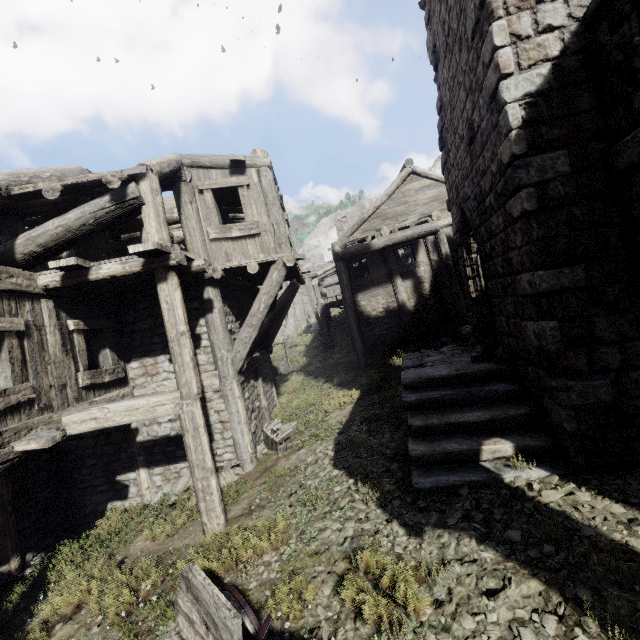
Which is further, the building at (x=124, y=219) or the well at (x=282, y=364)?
the well at (x=282, y=364)

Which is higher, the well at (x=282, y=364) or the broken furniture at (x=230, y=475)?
the well at (x=282, y=364)

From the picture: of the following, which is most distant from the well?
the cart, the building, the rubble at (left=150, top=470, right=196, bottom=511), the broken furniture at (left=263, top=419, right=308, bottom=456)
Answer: the cart

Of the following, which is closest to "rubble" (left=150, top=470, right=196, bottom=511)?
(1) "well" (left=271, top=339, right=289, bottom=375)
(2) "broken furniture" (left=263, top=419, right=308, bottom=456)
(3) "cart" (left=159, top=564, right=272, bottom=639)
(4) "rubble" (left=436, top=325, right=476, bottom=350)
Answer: (2) "broken furniture" (left=263, top=419, right=308, bottom=456)

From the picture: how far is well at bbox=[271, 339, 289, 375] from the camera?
20.5m

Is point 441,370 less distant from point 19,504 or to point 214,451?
point 214,451

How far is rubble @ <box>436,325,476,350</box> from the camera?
10.3 meters

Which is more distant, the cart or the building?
the building
